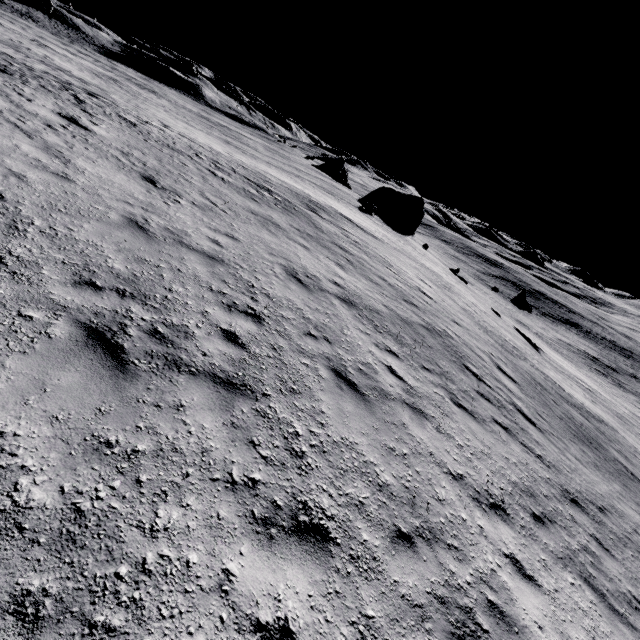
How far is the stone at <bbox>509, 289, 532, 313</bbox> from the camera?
37.8m

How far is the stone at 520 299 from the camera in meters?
37.8 m

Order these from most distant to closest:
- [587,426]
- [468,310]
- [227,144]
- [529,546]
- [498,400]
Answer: [227,144] < [468,310] < [587,426] < [498,400] < [529,546]
